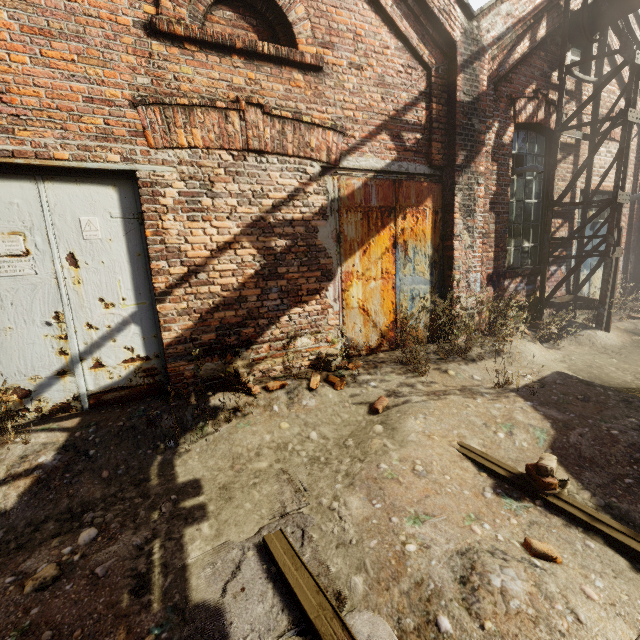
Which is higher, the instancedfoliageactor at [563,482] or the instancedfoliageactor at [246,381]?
the instancedfoliageactor at [246,381]

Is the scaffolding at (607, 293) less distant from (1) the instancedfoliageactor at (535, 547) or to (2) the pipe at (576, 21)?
(2) the pipe at (576, 21)

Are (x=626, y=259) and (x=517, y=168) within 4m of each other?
no

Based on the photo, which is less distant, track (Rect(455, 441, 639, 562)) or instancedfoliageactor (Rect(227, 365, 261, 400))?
track (Rect(455, 441, 639, 562))

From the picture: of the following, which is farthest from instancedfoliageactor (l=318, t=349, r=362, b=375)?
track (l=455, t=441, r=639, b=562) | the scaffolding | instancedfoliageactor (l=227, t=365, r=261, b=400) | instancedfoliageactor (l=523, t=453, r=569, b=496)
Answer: track (l=455, t=441, r=639, b=562)

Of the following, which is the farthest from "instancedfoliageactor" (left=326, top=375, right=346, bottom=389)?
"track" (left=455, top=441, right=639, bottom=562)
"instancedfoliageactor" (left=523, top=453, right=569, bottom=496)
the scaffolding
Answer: "track" (left=455, top=441, right=639, bottom=562)

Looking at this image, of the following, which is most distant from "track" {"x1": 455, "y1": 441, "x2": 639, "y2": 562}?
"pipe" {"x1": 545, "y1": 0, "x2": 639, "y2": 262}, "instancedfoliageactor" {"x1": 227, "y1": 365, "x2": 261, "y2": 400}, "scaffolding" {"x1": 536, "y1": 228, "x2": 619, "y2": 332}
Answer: "instancedfoliageactor" {"x1": 227, "y1": 365, "x2": 261, "y2": 400}

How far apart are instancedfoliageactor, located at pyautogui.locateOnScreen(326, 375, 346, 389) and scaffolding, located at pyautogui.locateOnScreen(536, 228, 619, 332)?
4.6 meters
